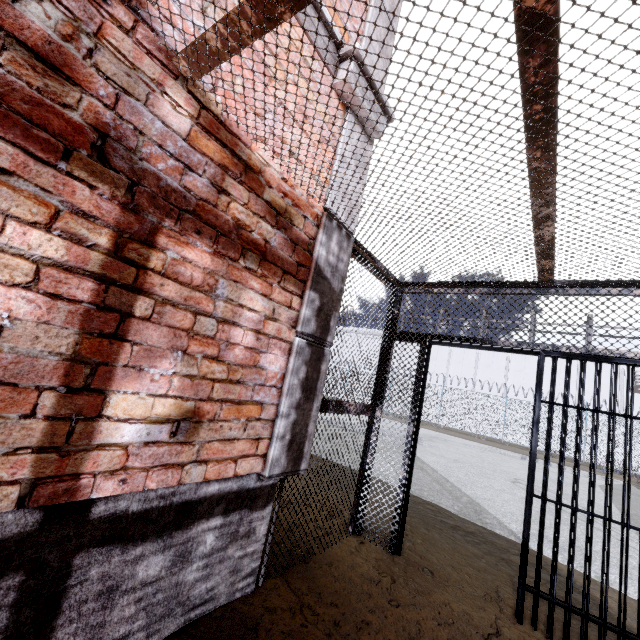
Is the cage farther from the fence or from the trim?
the fence

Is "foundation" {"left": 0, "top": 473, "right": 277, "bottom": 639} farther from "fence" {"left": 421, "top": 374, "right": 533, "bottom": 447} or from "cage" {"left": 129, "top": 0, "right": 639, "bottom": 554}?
"fence" {"left": 421, "top": 374, "right": 533, "bottom": 447}

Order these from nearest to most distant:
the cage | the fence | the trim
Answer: the cage → the trim → the fence

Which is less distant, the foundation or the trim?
the foundation

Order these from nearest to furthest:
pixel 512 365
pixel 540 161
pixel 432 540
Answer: pixel 540 161
pixel 432 540
pixel 512 365

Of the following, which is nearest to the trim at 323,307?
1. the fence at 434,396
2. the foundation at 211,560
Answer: the foundation at 211,560

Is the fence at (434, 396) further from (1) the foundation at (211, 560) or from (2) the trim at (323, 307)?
(1) the foundation at (211, 560)

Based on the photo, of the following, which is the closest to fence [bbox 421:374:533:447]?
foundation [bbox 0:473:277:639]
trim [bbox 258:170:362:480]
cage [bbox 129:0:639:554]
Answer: cage [bbox 129:0:639:554]
